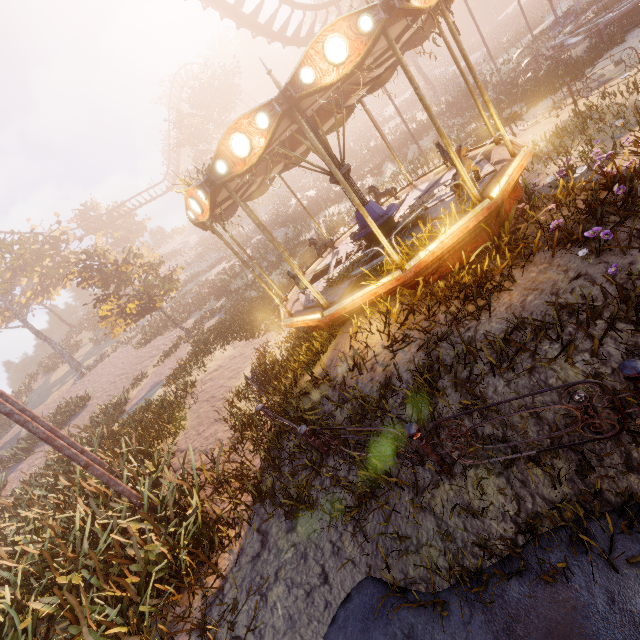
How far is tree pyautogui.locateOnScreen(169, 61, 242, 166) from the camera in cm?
3134

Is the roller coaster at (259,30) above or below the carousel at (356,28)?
above

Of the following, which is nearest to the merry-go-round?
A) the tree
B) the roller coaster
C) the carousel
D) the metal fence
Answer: the roller coaster

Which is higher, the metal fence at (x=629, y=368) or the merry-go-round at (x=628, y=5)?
the metal fence at (x=629, y=368)

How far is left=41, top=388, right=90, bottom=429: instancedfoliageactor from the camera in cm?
2033

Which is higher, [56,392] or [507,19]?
[56,392]

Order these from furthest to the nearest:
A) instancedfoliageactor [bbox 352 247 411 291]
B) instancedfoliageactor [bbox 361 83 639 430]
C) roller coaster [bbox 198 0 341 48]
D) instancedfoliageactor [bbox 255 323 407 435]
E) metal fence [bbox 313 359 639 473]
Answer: roller coaster [bbox 198 0 341 48] < instancedfoliageactor [bbox 352 247 411 291] < instancedfoliageactor [bbox 255 323 407 435] < instancedfoliageactor [bbox 361 83 639 430] < metal fence [bbox 313 359 639 473]

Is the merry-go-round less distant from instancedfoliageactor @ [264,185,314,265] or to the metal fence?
instancedfoliageactor @ [264,185,314,265]
